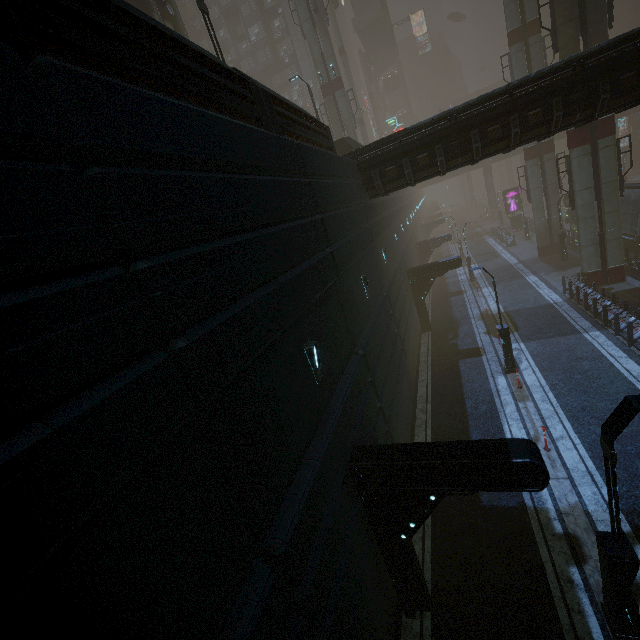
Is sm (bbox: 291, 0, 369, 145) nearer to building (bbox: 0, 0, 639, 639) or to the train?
building (bbox: 0, 0, 639, 639)

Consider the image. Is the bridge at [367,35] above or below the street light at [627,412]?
above

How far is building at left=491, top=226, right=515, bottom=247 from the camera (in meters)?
38.91

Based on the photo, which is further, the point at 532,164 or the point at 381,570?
the point at 532,164

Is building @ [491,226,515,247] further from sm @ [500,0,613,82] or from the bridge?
the bridge

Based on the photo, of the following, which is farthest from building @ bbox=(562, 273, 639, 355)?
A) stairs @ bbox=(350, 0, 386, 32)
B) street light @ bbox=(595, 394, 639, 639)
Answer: stairs @ bbox=(350, 0, 386, 32)

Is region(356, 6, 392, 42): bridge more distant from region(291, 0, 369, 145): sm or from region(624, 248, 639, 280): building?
region(624, 248, 639, 280): building

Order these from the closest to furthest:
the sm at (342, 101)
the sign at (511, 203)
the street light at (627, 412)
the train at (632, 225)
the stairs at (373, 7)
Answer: the street light at (627, 412), the train at (632, 225), the sm at (342, 101), the sign at (511, 203), the stairs at (373, 7)
